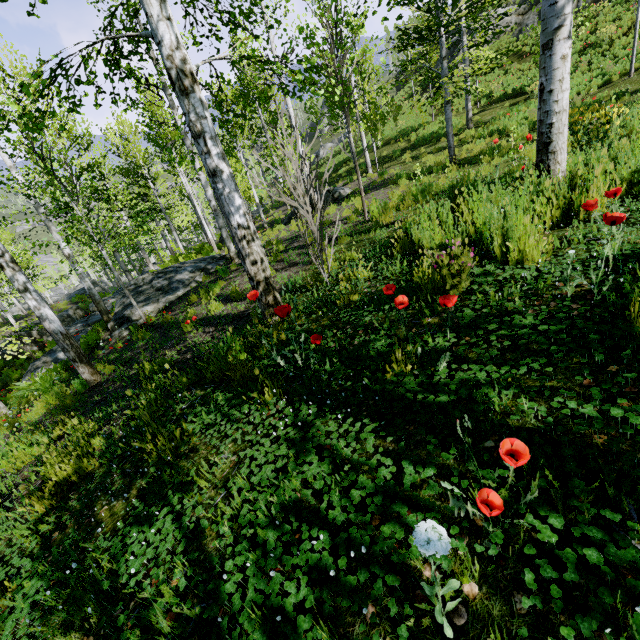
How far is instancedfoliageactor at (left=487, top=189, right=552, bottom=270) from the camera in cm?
268

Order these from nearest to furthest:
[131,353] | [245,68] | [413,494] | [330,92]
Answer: [413,494], [330,92], [131,353], [245,68]

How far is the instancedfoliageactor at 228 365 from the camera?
3.1 meters

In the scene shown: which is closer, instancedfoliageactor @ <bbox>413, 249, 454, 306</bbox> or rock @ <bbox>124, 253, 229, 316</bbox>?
instancedfoliageactor @ <bbox>413, 249, 454, 306</bbox>

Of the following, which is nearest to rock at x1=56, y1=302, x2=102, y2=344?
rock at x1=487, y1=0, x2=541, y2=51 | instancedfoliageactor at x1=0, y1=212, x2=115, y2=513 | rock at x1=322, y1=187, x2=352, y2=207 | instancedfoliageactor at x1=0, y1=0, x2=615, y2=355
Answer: instancedfoliageactor at x1=0, y1=212, x2=115, y2=513

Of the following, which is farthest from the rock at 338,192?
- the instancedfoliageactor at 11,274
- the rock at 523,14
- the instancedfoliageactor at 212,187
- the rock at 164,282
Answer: the instancedfoliageactor at 212,187
